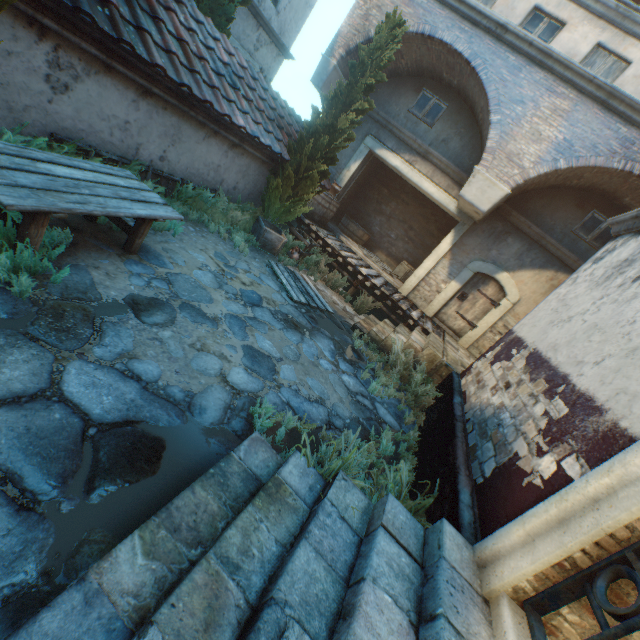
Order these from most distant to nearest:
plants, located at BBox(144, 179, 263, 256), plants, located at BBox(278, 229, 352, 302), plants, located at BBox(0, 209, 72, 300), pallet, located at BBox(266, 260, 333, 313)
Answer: plants, located at BBox(278, 229, 352, 302)
pallet, located at BBox(266, 260, 333, 313)
plants, located at BBox(144, 179, 263, 256)
plants, located at BBox(0, 209, 72, 300)

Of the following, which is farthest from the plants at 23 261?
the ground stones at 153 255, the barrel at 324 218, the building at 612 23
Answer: the building at 612 23

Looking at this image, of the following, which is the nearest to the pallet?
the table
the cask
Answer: the table

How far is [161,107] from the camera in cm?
537

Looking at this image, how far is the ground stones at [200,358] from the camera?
3.6 meters

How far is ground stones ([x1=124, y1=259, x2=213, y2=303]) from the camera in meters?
4.1 m

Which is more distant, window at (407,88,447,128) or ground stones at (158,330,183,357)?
A: window at (407,88,447,128)

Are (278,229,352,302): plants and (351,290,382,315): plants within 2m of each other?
yes
